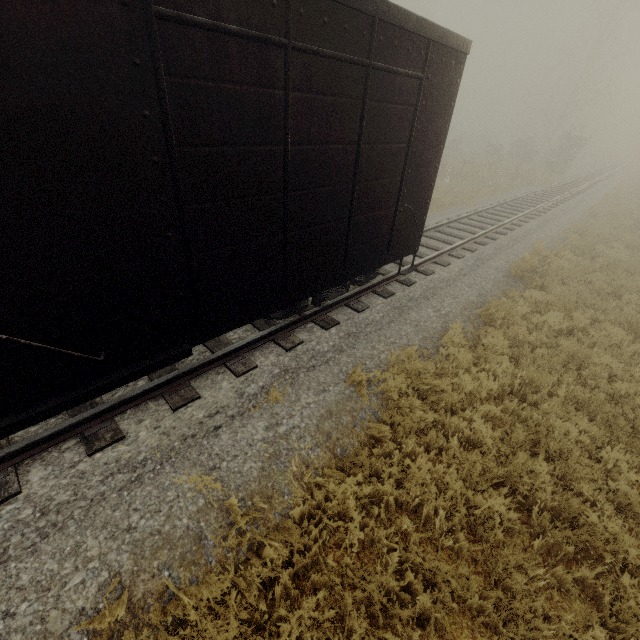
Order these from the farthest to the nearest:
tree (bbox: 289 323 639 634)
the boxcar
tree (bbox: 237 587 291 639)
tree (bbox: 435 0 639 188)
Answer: tree (bbox: 435 0 639 188)
tree (bbox: 289 323 639 634)
tree (bbox: 237 587 291 639)
the boxcar

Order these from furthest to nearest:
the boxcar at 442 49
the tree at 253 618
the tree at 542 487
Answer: the tree at 542 487 < the tree at 253 618 < the boxcar at 442 49

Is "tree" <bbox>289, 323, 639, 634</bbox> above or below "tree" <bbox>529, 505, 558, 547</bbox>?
above

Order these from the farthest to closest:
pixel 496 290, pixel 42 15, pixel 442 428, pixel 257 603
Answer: pixel 496 290 → pixel 442 428 → pixel 257 603 → pixel 42 15

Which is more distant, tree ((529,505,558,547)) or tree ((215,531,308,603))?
tree ((529,505,558,547))

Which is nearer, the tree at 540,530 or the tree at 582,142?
→ the tree at 540,530

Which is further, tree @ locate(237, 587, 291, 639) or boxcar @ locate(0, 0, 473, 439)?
tree @ locate(237, 587, 291, 639)
